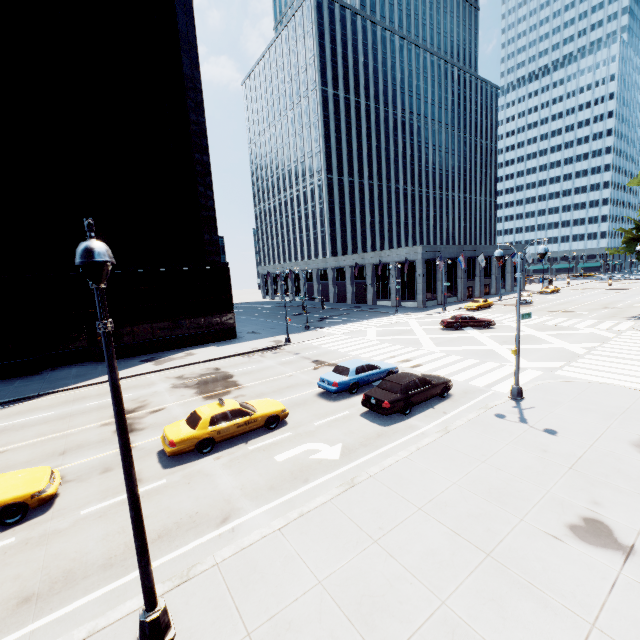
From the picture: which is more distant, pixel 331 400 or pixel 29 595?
pixel 331 400

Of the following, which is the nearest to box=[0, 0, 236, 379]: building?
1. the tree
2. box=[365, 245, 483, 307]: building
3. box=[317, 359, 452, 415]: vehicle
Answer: box=[317, 359, 452, 415]: vehicle

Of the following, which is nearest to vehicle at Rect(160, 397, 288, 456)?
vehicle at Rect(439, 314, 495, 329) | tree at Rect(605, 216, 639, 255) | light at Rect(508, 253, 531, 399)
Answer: light at Rect(508, 253, 531, 399)

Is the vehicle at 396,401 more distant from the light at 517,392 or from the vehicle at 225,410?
the vehicle at 225,410

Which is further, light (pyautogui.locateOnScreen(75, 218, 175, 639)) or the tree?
the tree

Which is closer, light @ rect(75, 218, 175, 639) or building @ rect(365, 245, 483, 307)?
light @ rect(75, 218, 175, 639)

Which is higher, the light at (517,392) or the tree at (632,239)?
the tree at (632,239)

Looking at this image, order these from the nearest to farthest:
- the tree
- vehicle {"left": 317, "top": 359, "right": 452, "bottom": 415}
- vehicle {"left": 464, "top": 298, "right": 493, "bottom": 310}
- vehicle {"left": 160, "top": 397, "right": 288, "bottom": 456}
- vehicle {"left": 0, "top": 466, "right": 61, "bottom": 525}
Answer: vehicle {"left": 0, "top": 466, "right": 61, "bottom": 525} < vehicle {"left": 160, "top": 397, "right": 288, "bottom": 456} < vehicle {"left": 317, "top": 359, "right": 452, "bottom": 415} < the tree < vehicle {"left": 464, "top": 298, "right": 493, "bottom": 310}
